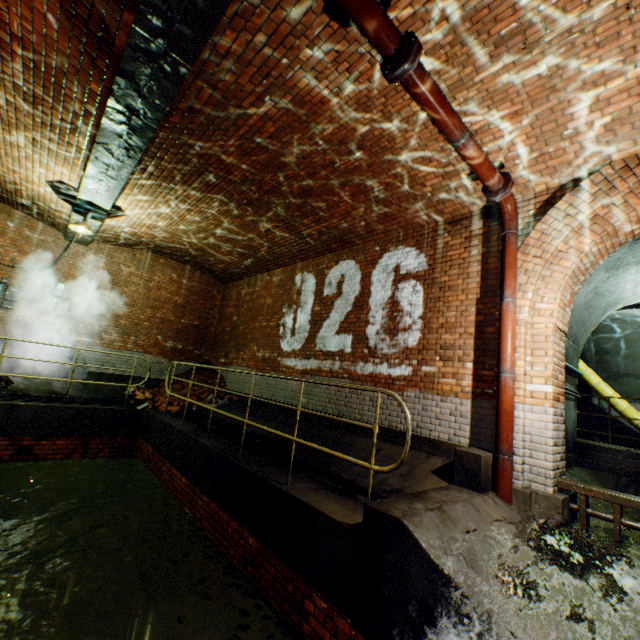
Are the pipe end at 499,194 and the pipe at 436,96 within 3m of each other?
yes

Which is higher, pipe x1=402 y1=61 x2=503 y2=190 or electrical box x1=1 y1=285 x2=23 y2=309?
pipe x1=402 y1=61 x2=503 y2=190

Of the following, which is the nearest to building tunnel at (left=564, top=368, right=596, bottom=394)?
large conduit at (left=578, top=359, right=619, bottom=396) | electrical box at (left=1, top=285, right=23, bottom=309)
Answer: large conduit at (left=578, top=359, right=619, bottom=396)

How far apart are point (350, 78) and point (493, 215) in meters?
3.0 m

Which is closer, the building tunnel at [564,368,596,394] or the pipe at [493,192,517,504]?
the pipe at [493,192,517,504]

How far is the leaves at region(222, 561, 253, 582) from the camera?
3.96m

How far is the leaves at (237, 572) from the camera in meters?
4.0 m

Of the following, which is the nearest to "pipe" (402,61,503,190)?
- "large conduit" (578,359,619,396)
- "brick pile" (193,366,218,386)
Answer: "large conduit" (578,359,619,396)
